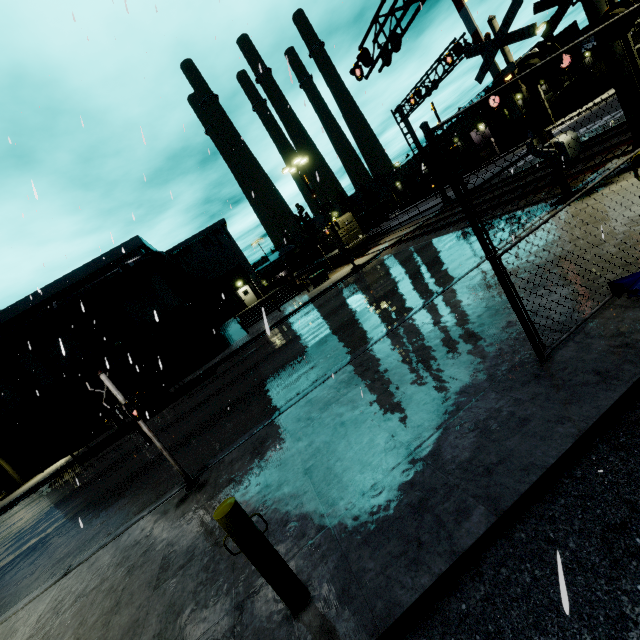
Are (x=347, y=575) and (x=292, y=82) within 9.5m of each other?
yes

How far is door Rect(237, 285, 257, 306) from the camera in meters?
40.1 m

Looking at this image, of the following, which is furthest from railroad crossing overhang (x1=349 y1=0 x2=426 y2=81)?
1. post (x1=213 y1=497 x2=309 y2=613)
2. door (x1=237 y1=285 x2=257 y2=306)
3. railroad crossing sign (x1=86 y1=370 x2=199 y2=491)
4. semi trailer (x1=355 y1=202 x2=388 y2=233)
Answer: door (x1=237 y1=285 x2=257 y2=306)

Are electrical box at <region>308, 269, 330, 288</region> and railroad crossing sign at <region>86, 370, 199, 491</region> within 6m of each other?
no

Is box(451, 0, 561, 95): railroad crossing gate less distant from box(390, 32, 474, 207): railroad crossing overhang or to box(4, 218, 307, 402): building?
box(4, 218, 307, 402): building

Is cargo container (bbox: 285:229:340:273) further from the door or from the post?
the door

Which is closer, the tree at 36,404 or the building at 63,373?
the tree at 36,404

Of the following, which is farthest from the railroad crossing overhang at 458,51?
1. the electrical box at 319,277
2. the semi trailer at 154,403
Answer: the semi trailer at 154,403
